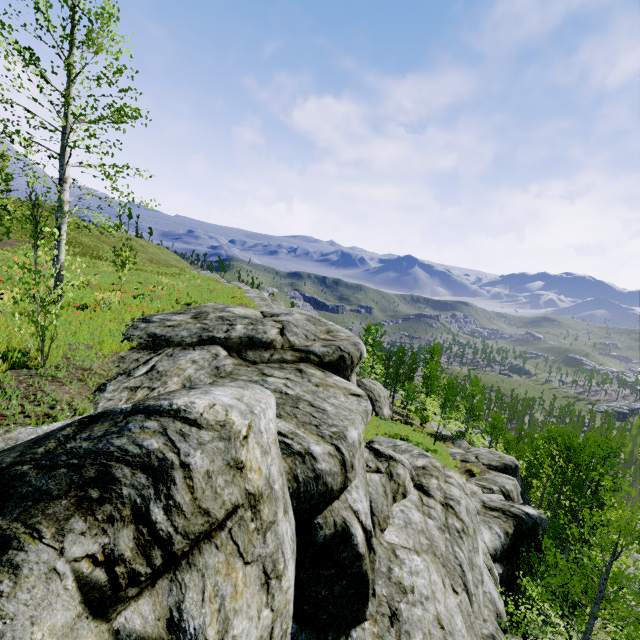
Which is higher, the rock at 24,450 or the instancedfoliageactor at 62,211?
the instancedfoliageactor at 62,211

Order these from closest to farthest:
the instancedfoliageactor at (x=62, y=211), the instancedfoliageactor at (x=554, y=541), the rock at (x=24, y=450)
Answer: the rock at (x=24, y=450) → the instancedfoliageactor at (x=62, y=211) → the instancedfoliageactor at (x=554, y=541)

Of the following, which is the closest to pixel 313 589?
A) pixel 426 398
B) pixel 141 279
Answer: pixel 426 398

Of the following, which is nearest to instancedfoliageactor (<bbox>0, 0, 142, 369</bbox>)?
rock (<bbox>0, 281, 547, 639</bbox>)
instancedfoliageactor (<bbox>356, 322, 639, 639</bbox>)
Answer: rock (<bbox>0, 281, 547, 639</bbox>)

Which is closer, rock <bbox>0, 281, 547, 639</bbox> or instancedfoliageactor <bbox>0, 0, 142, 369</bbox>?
rock <bbox>0, 281, 547, 639</bbox>

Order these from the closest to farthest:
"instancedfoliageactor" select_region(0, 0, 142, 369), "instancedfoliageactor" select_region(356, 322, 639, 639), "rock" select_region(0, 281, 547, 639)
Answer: "rock" select_region(0, 281, 547, 639)
"instancedfoliageactor" select_region(0, 0, 142, 369)
"instancedfoliageactor" select_region(356, 322, 639, 639)
